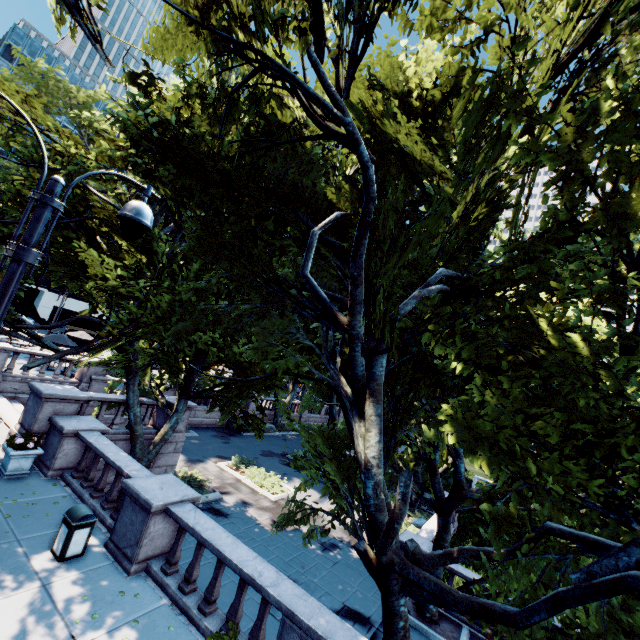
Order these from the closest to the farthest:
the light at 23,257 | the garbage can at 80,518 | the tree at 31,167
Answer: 1. the light at 23,257
2. the garbage can at 80,518
3. the tree at 31,167

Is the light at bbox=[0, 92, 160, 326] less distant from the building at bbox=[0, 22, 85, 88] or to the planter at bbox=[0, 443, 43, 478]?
the planter at bbox=[0, 443, 43, 478]

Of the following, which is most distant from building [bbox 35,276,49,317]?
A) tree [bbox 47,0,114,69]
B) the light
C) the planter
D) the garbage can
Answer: the garbage can

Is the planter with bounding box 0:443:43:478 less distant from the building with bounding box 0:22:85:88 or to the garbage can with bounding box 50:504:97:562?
the garbage can with bounding box 50:504:97:562

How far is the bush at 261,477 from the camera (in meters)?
18.36

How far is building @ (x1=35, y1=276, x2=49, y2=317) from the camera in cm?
5909

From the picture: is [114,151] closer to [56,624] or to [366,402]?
[366,402]

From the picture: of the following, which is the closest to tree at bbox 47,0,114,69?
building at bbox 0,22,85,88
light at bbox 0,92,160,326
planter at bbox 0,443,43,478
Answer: light at bbox 0,92,160,326
